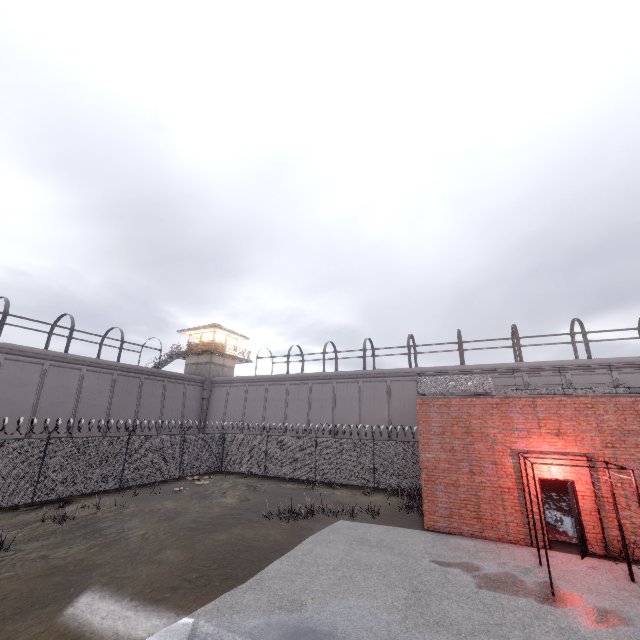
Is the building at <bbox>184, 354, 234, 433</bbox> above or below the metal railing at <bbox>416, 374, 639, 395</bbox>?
above

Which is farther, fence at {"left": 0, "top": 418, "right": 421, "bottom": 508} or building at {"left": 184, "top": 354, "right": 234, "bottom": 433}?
building at {"left": 184, "top": 354, "right": 234, "bottom": 433}

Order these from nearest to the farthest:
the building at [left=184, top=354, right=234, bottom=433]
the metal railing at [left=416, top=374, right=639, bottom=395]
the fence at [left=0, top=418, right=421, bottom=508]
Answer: the metal railing at [left=416, top=374, right=639, bottom=395] → the fence at [left=0, top=418, right=421, bottom=508] → the building at [left=184, top=354, right=234, bottom=433]

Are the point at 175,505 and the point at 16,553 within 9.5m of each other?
yes

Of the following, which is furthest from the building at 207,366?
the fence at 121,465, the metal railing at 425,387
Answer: the metal railing at 425,387

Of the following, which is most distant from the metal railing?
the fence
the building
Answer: the building
